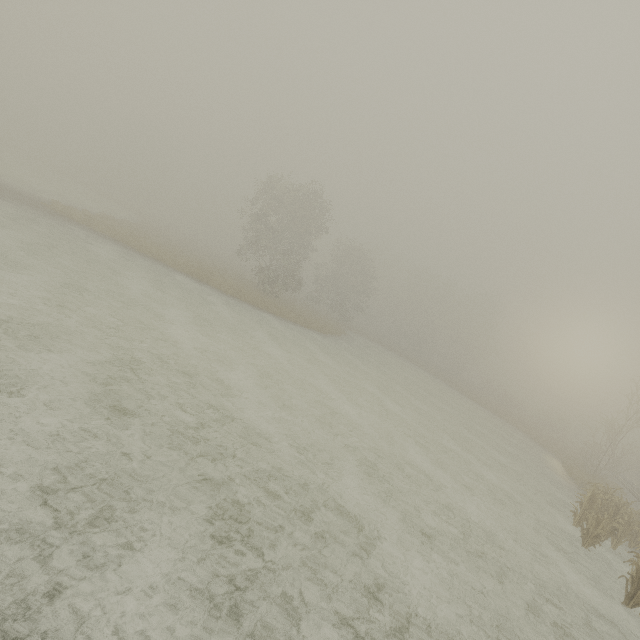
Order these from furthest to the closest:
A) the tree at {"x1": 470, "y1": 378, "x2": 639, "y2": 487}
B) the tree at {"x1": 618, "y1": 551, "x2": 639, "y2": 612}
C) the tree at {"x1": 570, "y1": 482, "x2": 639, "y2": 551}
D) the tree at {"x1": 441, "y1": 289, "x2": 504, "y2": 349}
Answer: the tree at {"x1": 441, "y1": 289, "x2": 504, "y2": 349}, the tree at {"x1": 470, "y1": 378, "x2": 639, "y2": 487}, the tree at {"x1": 570, "y1": 482, "x2": 639, "y2": 551}, the tree at {"x1": 618, "y1": 551, "x2": 639, "y2": 612}

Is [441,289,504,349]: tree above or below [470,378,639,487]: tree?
above

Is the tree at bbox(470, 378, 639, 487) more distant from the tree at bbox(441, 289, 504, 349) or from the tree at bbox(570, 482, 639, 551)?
the tree at bbox(570, 482, 639, 551)

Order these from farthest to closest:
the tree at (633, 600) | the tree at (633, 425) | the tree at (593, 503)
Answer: the tree at (633, 425) < the tree at (593, 503) < the tree at (633, 600)

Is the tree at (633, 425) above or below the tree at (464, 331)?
below

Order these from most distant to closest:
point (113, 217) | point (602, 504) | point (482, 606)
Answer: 1. point (113, 217)
2. point (602, 504)
3. point (482, 606)
